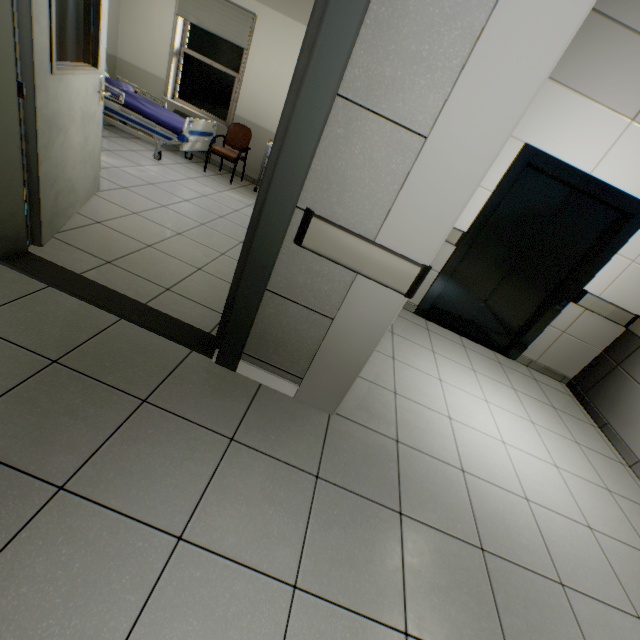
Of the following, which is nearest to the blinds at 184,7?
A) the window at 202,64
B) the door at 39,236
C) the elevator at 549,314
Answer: the window at 202,64

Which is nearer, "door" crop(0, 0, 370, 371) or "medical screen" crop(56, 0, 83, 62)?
"door" crop(0, 0, 370, 371)

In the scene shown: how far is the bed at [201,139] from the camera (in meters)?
4.80

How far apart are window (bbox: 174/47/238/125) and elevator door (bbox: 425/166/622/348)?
5.0 meters

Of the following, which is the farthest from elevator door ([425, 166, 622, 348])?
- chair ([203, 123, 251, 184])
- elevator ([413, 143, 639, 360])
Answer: chair ([203, 123, 251, 184])

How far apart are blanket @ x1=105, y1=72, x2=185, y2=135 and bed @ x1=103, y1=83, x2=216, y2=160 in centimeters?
2cm

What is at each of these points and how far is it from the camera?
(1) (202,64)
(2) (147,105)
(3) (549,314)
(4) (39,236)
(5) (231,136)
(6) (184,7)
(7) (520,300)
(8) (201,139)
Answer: (1) window, 5.74m
(2) blanket, 5.12m
(3) elevator, 3.87m
(4) door, 2.25m
(5) chair, 5.78m
(6) blinds, 5.27m
(7) elevator door, 4.00m
(8) bed, 5.28m

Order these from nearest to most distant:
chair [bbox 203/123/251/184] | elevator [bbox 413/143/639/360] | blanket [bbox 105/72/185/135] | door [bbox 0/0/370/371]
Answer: door [bbox 0/0/370/371] < elevator [bbox 413/143/639/360] < blanket [bbox 105/72/185/135] < chair [bbox 203/123/251/184]
